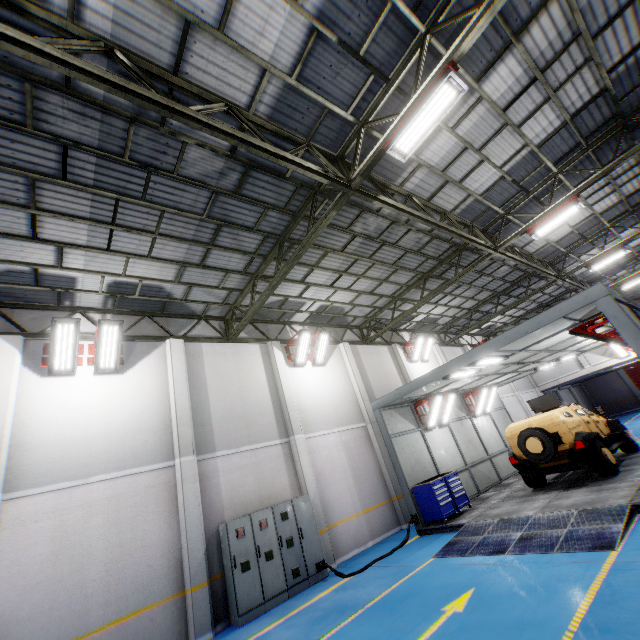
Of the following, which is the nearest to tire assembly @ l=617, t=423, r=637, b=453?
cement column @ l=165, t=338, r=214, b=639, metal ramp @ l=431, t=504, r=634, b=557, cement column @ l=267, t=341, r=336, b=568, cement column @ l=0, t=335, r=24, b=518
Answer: metal ramp @ l=431, t=504, r=634, b=557

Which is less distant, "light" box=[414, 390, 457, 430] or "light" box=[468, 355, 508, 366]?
"light" box=[468, 355, 508, 366]

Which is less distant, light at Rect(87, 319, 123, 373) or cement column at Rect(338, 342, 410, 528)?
light at Rect(87, 319, 123, 373)

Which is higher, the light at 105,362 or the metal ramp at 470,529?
the light at 105,362

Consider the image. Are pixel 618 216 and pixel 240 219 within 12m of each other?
no

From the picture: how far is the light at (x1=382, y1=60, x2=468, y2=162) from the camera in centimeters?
554cm

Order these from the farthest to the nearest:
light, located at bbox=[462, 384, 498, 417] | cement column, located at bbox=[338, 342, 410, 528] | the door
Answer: the door
light, located at bbox=[462, 384, 498, 417]
cement column, located at bbox=[338, 342, 410, 528]

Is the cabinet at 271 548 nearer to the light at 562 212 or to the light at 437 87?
the light at 437 87
